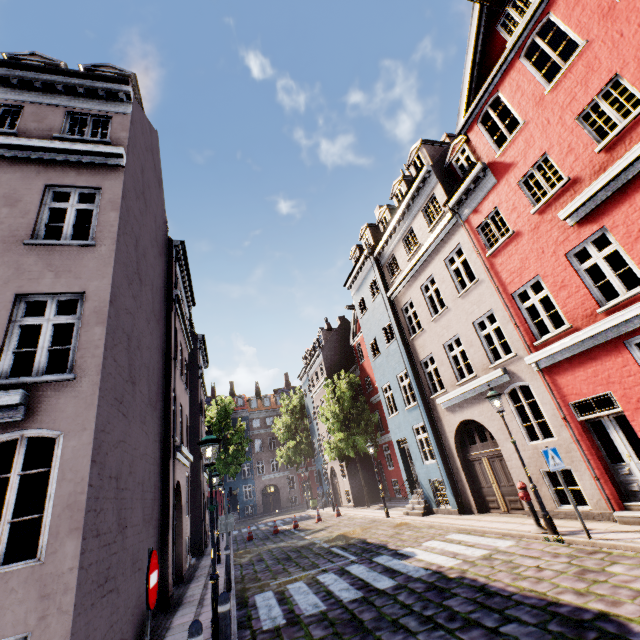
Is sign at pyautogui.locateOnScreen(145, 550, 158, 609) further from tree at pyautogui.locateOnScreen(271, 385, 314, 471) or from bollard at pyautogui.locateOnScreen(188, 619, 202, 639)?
tree at pyautogui.locateOnScreen(271, 385, 314, 471)

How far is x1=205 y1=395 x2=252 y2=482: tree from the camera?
33.31m

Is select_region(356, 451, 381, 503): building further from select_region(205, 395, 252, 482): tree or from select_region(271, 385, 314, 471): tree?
select_region(205, 395, 252, 482): tree

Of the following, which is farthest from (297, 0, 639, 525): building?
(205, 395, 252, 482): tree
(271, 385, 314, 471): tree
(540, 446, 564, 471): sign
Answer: (205, 395, 252, 482): tree

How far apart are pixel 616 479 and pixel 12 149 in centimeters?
1684cm

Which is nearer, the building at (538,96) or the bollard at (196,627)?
the bollard at (196,627)

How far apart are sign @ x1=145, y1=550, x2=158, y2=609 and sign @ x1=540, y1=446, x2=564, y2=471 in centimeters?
838cm

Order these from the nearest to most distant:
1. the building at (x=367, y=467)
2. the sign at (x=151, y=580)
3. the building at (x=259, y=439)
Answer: the sign at (x=151, y=580) → the building at (x=367, y=467) → the building at (x=259, y=439)
